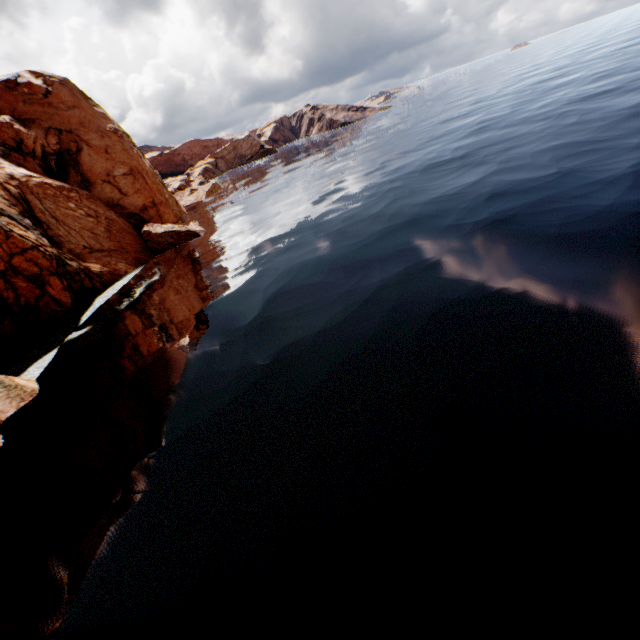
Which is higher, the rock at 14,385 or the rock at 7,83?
the rock at 7,83

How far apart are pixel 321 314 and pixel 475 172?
18.52m

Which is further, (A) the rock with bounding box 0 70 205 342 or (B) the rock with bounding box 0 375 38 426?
(A) the rock with bounding box 0 70 205 342

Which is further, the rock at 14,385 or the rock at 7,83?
the rock at 7,83

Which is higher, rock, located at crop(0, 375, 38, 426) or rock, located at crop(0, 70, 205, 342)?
rock, located at crop(0, 70, 205, 342)
